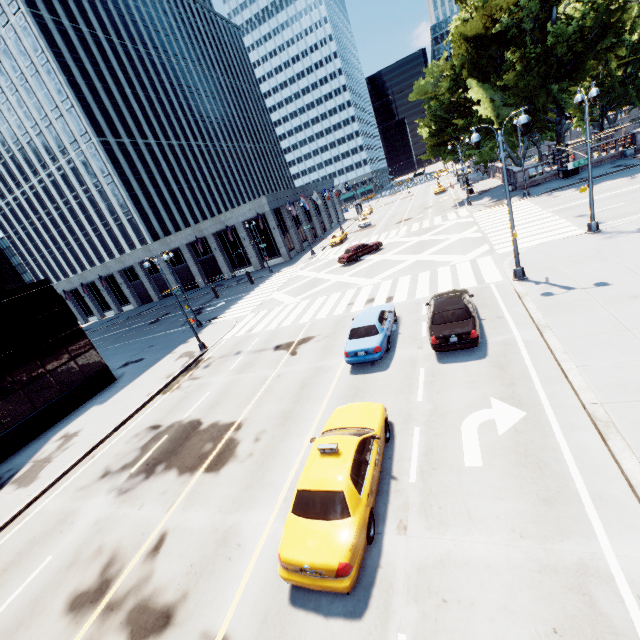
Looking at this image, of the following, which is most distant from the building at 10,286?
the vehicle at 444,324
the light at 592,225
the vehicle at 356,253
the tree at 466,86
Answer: the tree at 466,86

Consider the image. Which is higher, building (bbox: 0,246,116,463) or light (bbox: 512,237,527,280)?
building (bbox: 0,246,116,463)

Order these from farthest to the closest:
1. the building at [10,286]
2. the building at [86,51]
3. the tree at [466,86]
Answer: the building at [86,51] → the tree at [466,86] → the building at [10,286]

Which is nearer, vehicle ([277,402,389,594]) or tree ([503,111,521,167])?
vehicle ([277,402,389,594])

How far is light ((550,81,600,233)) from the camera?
15.4m

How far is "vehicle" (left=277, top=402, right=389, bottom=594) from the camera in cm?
629

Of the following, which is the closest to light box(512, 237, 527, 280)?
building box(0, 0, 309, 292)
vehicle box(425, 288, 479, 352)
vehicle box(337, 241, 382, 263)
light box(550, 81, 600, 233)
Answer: vehicle box(425, 288, 479, 352)

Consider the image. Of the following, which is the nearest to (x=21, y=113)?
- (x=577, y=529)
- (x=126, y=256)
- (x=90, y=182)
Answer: (x=90, y=182)
